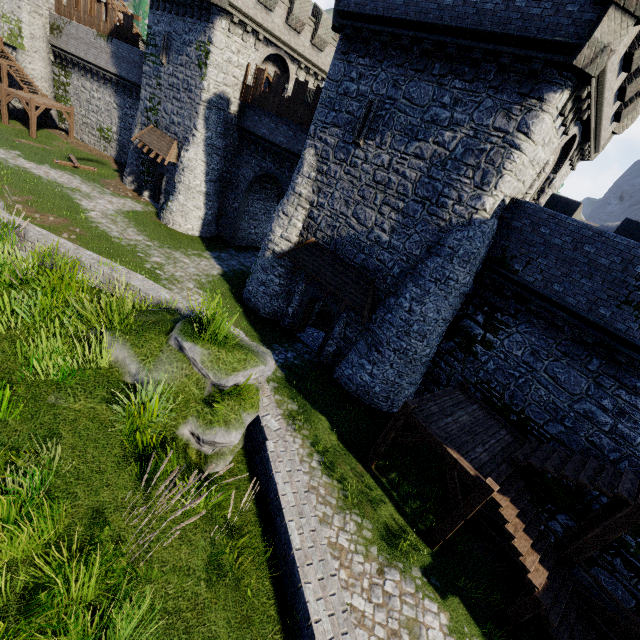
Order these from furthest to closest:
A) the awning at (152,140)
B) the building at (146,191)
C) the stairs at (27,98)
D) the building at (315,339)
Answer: the stairs at (27,98) < the building at (146,191) < the awning at (152,140) < the building at (315,339)

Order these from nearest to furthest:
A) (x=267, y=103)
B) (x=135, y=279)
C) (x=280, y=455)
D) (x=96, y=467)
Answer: (x=96, y=467) → (x=280, y=455) → (x=135, y=279) → (x=267, y=103)

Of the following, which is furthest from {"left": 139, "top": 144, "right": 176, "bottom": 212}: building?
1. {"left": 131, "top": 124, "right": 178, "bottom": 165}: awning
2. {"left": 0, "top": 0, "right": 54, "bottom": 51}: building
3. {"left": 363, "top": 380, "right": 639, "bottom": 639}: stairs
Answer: {"left": 0, "top": 0, "right": 54, "bottom": 51}: building

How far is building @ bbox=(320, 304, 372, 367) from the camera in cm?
1558

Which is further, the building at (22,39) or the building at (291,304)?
the building at (22,39)

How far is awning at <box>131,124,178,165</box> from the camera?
23.5 meters

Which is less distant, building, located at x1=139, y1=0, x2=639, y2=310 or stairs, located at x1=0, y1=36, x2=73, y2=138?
building, located at x1=139, y1=0, x2=639, y2=310

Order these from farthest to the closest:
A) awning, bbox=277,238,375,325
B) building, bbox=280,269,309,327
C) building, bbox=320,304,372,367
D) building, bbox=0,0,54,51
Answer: building, bbox=0,0,54,51
building, bbox=280,269,309,327
building, bbox=320,304,372,367
awning, bbox=277,238,375,325
